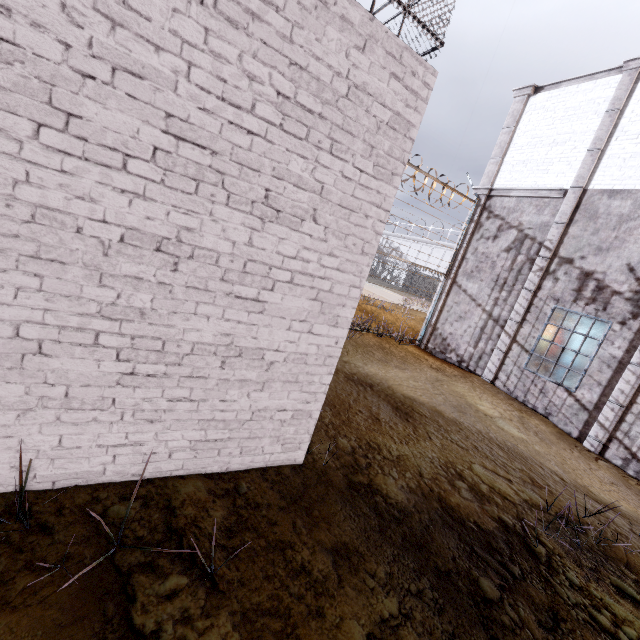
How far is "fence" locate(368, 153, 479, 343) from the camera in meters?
10.4 m

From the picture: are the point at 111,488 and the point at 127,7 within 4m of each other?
yes

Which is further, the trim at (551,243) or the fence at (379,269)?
the fence at (379,269)

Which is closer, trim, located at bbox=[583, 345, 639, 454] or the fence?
trim, located at bbox=[583, 345, 639, 454]

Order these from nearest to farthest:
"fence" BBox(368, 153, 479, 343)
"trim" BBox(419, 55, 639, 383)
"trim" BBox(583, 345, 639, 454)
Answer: "trim" BBox(583, 345, 639, 454) < "trim" BBox(419, 55, 639, 383) < "fence" BBox(368, 153, 479, 343)

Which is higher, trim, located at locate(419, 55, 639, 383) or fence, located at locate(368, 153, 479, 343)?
trim, located at locate(419, 55, 639, 383)

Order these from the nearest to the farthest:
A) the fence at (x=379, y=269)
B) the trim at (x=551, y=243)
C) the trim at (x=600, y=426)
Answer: the trim at (x=600, y=426), the trim at (x=551, y=243), the fence at (x=379, y=269)
